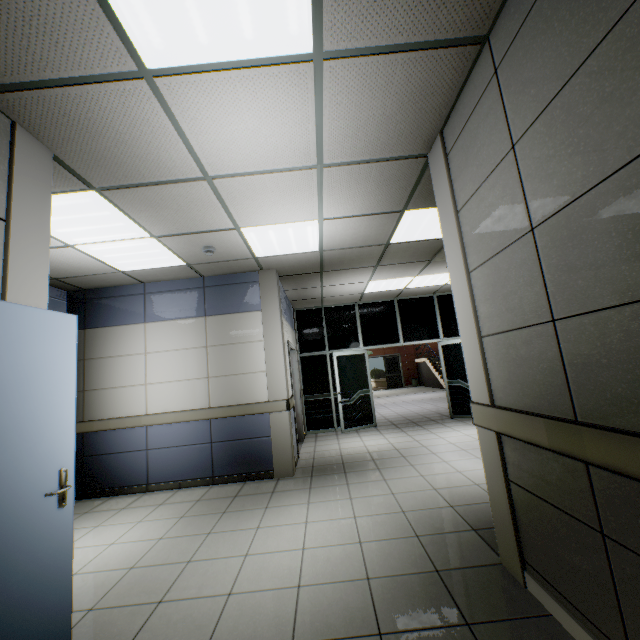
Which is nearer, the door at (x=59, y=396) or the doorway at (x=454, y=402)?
the door at (x=59, y=396)

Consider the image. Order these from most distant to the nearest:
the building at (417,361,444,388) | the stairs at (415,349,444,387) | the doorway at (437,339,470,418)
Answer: the building at (417,361,444,388) < the stairs at (415,349,444,387) < the doorway at (437,339,470,418)

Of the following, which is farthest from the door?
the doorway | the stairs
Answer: the stairs

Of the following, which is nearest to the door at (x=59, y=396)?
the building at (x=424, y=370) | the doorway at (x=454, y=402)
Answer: the doorway at (x=454, y=402)

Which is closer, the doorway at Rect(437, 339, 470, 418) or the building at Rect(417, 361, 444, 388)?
the doorway at Rect(437, 339, 470, 418)

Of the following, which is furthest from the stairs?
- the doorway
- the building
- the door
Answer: the door

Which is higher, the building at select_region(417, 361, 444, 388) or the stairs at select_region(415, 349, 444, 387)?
the stairs at select_region(415, 349, 444, 387)

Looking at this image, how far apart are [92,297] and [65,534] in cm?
446
